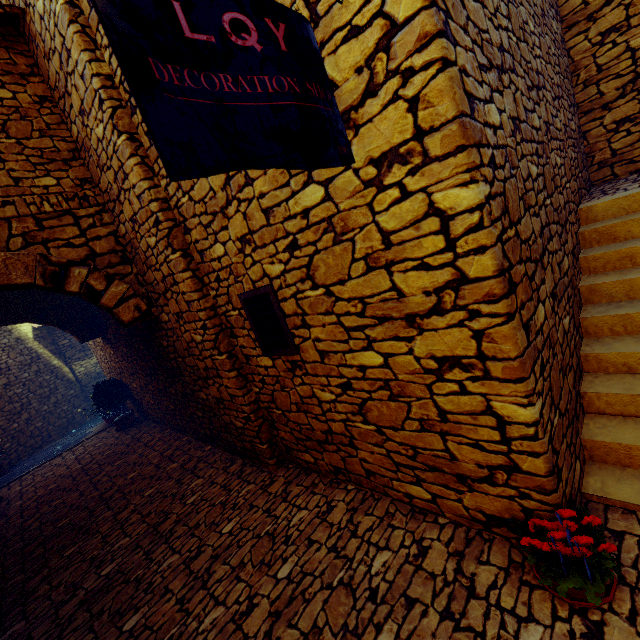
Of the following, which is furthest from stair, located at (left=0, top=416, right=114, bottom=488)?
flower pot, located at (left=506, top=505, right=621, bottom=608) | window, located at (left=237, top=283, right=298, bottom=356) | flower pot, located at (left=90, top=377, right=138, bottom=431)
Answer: flower pot, located at (left=506, top=505, right=621, bottom=608)

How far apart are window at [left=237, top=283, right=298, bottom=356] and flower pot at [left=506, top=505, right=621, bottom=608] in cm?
204

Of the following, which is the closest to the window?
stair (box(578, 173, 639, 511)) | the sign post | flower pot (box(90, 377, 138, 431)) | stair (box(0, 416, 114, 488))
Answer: the sign post

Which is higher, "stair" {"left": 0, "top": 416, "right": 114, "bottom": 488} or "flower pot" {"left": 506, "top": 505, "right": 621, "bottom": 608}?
"flower pot" {"left": 506, "top": 505, "right": 621, "bottom": 608}

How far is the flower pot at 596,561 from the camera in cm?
172

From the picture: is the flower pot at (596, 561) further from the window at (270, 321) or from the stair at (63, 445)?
Result: the stair at (63, 445)

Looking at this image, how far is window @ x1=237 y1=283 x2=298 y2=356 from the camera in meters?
2.9

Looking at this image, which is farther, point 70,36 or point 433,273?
point 70,36
